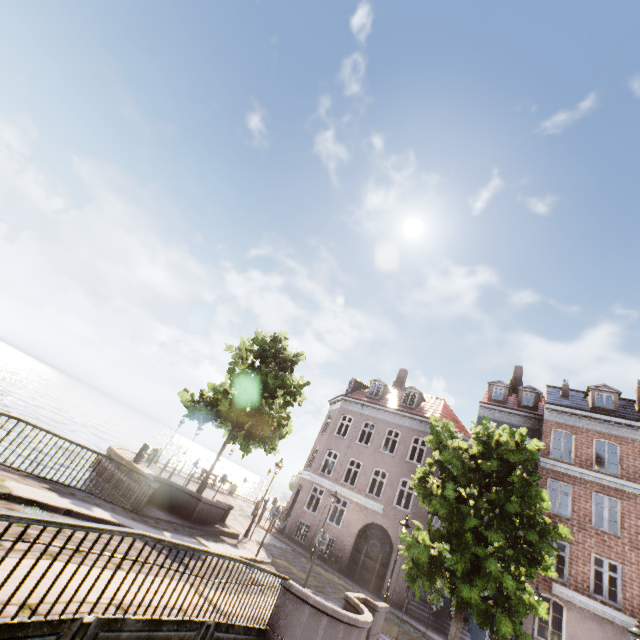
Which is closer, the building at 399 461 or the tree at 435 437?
the tree at 435 437

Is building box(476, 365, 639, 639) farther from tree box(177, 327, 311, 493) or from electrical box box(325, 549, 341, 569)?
tree box(177, 327, 311, 493)

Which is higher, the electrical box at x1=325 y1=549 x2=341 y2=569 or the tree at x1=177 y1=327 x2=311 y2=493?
the tree at x1=177 y1=327 x2=311 y2=493

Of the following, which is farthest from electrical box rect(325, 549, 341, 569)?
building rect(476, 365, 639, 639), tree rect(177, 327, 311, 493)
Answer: tree rect(177, 327, 311, 493)

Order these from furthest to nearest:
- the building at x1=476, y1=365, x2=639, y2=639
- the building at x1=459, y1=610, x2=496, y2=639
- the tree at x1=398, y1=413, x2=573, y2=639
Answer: the building at x1=459, y1=610, x2=496, y2=639, the building at x1=476, y1=365, x2=639, y2=639, the tree at x1=398, y1=413, x2=573, y2=639

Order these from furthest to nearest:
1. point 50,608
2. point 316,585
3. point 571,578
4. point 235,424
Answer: point 235,424 < point 571,578 < point 316,585 < point 50,608

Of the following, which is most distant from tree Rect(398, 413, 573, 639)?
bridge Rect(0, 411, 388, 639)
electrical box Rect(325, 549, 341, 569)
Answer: electrical box Rect(325, 549, 341, 569)

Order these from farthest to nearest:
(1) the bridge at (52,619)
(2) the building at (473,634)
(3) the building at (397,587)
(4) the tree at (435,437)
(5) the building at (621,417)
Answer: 1. (3) the building at (397,587)
2. (2) the building at (473,634)
3. (5) the building at (621,417)
4. (4) the tree at (435,437)
5. (1) the bridge at (52,619)
